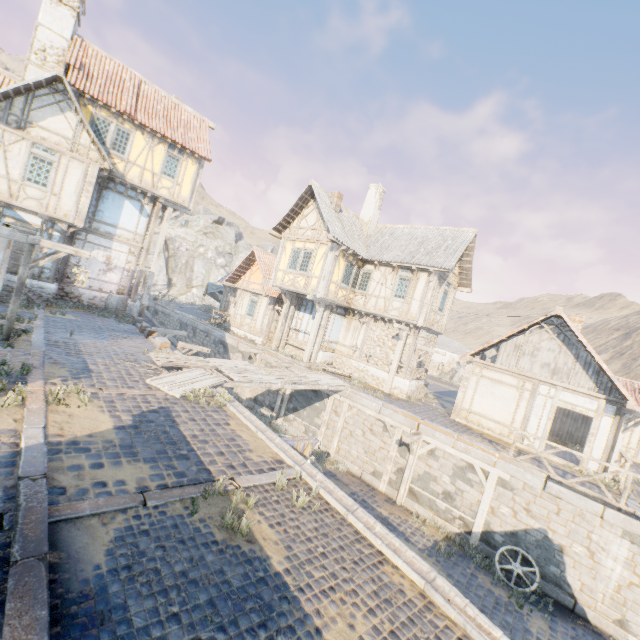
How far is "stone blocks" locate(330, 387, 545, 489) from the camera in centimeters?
1062cm

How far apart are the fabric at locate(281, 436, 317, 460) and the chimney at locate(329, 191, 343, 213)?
13.3 meters

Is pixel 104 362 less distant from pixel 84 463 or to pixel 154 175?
pixel 84 463

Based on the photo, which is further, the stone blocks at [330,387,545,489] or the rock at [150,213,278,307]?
the rock at [150,213,278,307]

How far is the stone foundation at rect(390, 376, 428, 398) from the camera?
17.16m

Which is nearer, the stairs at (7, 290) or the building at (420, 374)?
the stairs at (7, 290)

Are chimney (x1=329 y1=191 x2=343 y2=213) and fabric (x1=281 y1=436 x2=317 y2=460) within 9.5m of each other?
no

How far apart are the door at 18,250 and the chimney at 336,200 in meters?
14.3
